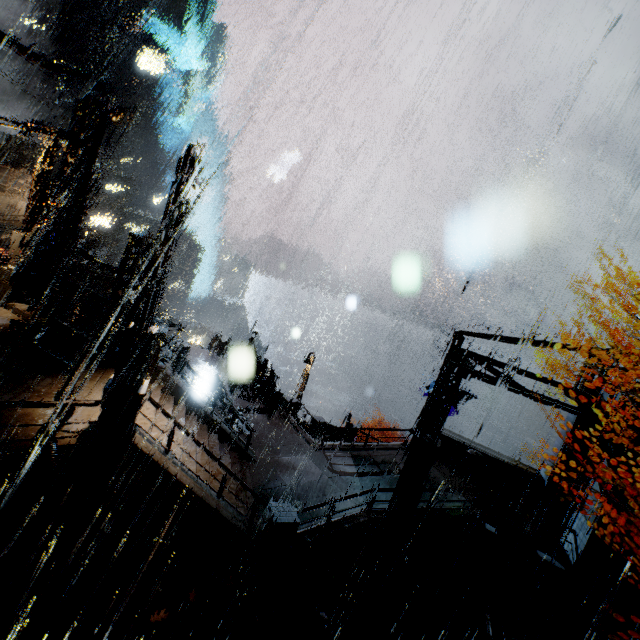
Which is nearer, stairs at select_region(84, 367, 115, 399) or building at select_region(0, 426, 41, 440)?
building at select_region(0, 426, 41, 440)

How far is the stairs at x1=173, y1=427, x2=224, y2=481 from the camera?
10.89m

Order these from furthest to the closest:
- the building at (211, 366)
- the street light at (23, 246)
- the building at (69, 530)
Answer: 1. the building at (211, 366)
2. the street light at (23, 246)
3. the building at (69, 530)

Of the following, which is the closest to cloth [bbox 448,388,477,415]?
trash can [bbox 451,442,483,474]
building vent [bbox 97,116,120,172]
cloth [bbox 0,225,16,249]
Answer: trash can [bbox 451,442,483,474]

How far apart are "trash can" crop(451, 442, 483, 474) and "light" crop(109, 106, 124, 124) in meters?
23.2

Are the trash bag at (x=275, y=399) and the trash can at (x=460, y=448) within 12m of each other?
yes

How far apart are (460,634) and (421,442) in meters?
5.6 m

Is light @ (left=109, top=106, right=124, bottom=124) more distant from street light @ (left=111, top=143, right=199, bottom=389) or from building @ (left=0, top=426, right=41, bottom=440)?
street light @ (left=111, top=143, right=199, bottom=389)
